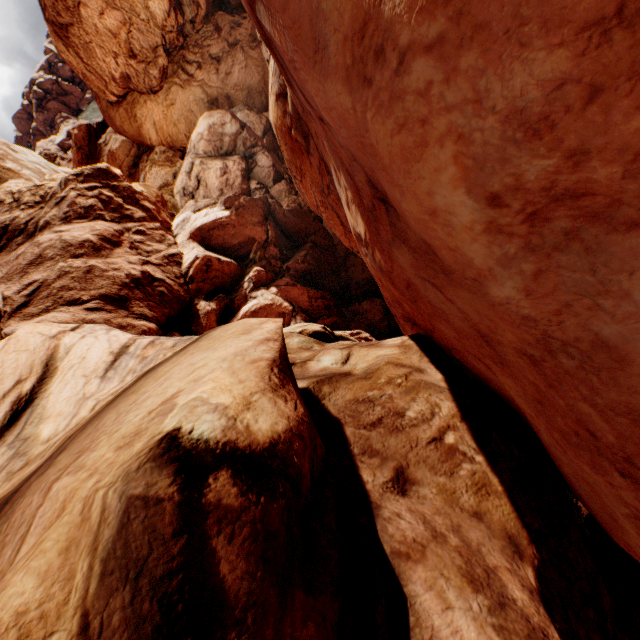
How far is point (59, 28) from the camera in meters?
27.8
